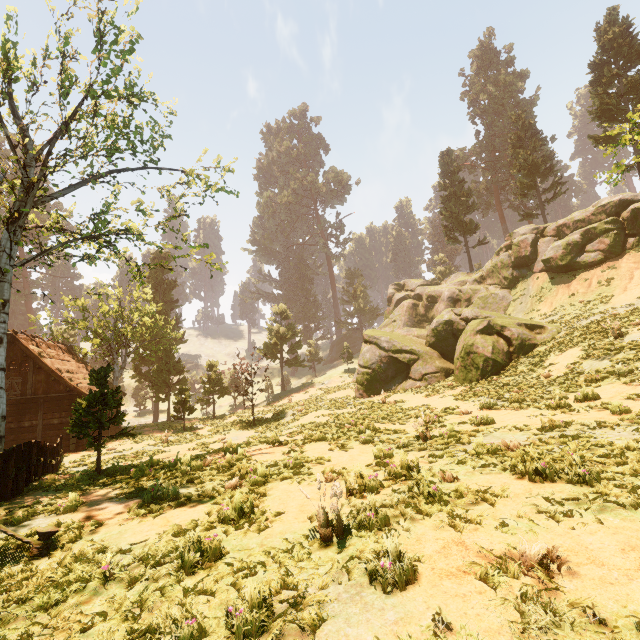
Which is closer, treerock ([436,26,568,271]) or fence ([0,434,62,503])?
fence ([0,434,62,503])

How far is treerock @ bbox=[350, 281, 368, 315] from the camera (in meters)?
57.06

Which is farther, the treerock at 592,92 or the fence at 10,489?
the treerock at 592,92

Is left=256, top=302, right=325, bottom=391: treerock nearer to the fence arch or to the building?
the building

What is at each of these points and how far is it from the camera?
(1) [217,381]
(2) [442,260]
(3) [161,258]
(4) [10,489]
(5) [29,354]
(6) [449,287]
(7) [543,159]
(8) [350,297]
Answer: (1) treerock, 34.6m
(2) treerock, 51.4m
(3) treerock, 46.7m
(4) fence, 8.5m
(5) building, 20.7m
(6) rock, 33.1m
(7) treerock, 35.5m
(8) treerock, 58.3m

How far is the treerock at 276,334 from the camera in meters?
39.4

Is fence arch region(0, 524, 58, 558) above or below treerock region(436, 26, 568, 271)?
below
